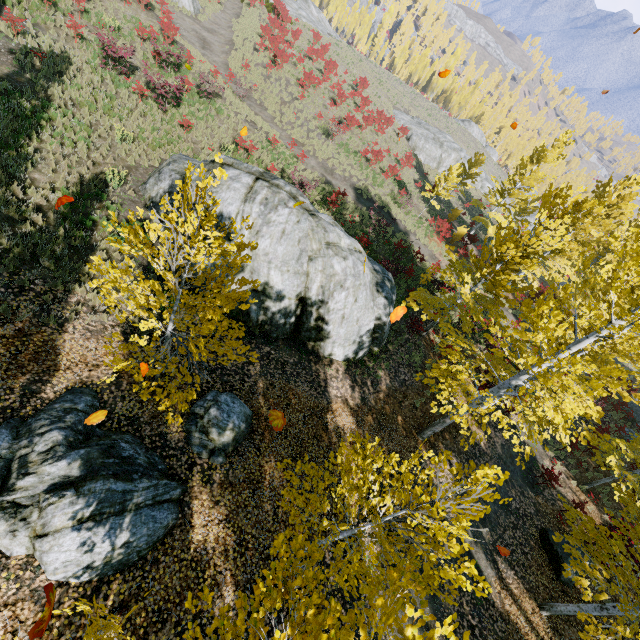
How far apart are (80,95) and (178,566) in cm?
1813

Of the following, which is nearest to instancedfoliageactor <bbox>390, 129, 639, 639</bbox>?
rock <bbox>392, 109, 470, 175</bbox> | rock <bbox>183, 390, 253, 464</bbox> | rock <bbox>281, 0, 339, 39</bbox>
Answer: rock <bbox>281, 0, 339, 39</bbox>

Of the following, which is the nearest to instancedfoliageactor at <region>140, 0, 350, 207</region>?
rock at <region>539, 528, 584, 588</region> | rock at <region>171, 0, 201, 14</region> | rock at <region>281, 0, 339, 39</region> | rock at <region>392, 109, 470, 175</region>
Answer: rock at <region>281, 0, 339, 39</region>

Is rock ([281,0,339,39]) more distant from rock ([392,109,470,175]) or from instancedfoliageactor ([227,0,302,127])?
rock ([392,109,470,175])

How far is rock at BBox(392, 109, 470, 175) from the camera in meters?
40.8 m

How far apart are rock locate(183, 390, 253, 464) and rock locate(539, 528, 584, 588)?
12.1m

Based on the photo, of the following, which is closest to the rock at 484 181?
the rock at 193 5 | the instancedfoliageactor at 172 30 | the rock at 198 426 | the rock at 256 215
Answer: the instancedfoliageactor at 172 30

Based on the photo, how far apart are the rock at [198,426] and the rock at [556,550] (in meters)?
12.11
